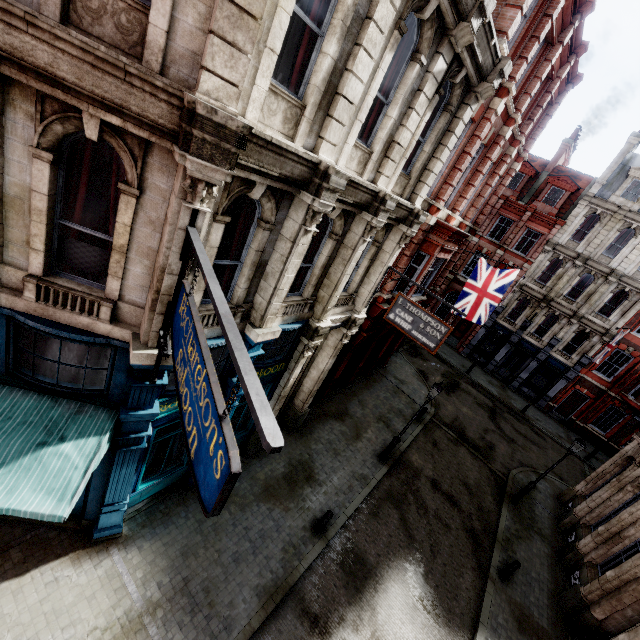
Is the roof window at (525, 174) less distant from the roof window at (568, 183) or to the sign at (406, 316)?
the roof window at (568, 183)

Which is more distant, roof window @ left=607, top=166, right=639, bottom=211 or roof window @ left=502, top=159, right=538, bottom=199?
roof window @ left=502, top=159, right=538, bottom=199

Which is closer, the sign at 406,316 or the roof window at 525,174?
the sign at 406,316

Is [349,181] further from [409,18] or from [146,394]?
[146,394]

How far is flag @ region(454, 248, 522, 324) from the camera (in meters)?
15.38

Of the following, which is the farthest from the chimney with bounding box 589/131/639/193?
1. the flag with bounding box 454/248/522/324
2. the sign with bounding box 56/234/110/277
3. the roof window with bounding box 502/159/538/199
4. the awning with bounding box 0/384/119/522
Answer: the awning with bounding box 0/384/119/522

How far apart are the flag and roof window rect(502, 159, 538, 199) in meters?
17.7 m

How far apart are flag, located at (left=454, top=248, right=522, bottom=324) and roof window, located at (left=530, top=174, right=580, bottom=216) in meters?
17.4 m
